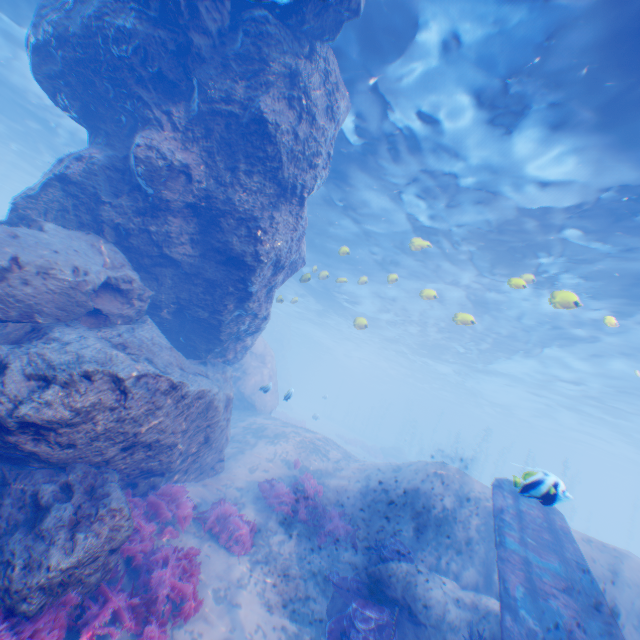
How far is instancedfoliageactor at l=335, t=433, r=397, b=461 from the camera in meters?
33.2

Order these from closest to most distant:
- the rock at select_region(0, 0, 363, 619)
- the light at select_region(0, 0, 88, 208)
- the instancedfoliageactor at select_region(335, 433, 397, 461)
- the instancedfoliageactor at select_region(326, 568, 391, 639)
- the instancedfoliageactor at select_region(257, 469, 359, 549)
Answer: the rock at select_region(0, 0, 363, 619) → the instancedfoliageactor at select_region(326, 568, 391, 639) → the instancedfoliageactor at select_region(257, 469, 359, 549) → the light at select_region(0, 0, 88, 208) → the instancedfoliageactor at select_region(335, 433, 397, 461)

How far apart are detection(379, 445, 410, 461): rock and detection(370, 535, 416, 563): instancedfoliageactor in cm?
2728

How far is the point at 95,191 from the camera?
7.93m

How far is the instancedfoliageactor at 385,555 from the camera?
8.7m

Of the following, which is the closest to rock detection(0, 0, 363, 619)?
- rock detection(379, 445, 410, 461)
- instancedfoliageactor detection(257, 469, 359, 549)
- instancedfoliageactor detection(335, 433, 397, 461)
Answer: instancedfoliageactor detection(257, 469, 359, 549)

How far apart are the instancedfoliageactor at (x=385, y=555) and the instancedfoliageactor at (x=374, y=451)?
25.2m

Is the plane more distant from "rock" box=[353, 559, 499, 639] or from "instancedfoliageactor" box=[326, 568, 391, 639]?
"instancedfoliageactor" box=[326, 568, 391, 639]
